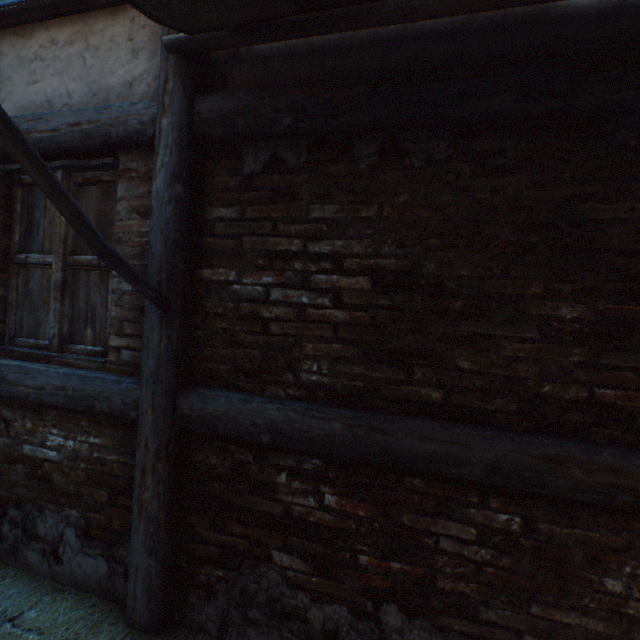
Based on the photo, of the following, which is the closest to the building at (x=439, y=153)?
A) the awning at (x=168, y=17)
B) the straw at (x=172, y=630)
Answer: the awning at (x=168, y=17)

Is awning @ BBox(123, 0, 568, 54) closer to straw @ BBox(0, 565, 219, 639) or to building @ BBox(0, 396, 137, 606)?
building @ BBox(0, 396, 137, 606)

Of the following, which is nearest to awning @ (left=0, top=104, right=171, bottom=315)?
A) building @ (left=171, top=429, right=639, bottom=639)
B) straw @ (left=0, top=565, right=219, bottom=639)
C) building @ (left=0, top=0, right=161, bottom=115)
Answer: building @ (left=0, top=0, right=161, bottom=115)

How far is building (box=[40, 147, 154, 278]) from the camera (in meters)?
1.97

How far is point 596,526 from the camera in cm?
139

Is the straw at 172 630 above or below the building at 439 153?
below

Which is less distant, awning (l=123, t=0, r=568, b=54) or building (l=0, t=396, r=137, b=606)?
awning (l=123, t=0, r=568, b=54)

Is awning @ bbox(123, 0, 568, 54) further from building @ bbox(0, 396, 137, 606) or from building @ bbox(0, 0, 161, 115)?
building @ bbox(0, 396, 137, 606)
